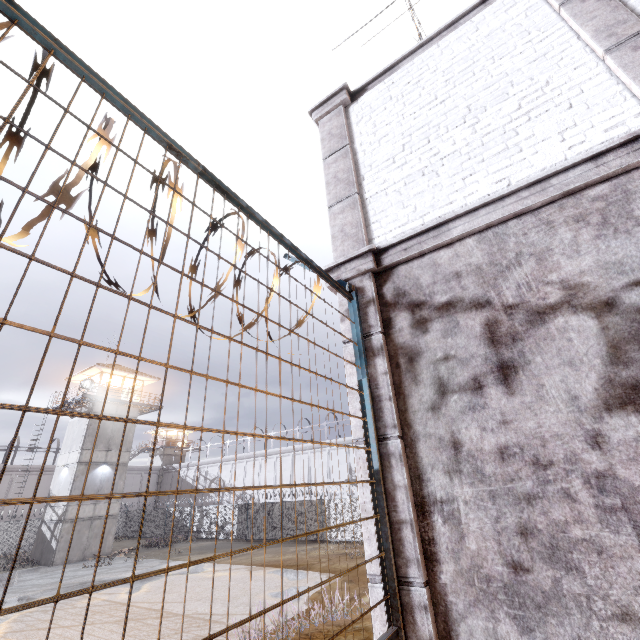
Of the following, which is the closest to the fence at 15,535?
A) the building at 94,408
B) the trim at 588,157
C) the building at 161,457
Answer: the trim at 588,157

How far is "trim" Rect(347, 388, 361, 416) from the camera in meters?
3.0 m

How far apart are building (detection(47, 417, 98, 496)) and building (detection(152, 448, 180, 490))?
23.6 meters

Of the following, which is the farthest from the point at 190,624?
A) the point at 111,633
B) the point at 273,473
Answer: the point at 273,473

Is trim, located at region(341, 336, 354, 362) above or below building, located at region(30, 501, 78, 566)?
above

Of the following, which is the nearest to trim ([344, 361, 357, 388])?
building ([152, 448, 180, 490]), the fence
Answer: the fence

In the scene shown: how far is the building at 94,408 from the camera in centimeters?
2797cm
